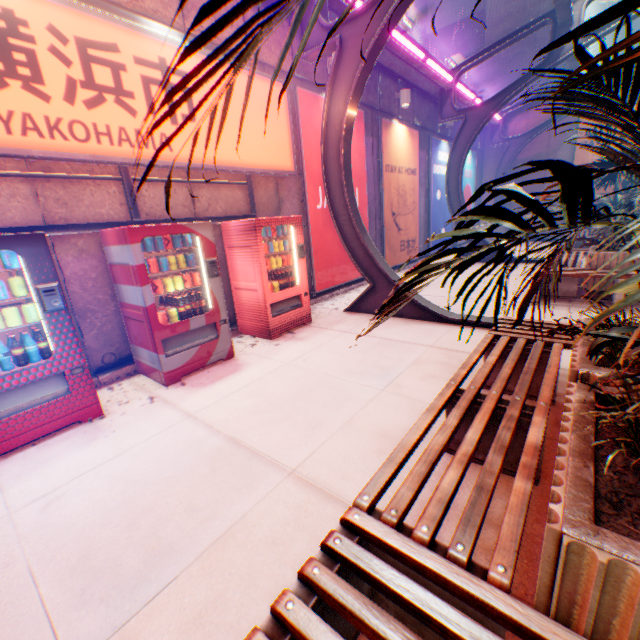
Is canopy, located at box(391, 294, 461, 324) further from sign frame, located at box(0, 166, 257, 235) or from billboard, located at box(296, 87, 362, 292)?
sign frame, located at box(0, 166, 257, 235)

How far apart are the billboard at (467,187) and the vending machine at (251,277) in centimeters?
1220cm

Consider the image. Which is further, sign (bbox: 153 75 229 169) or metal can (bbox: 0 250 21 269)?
sign (bbox: 153 75 229 169)

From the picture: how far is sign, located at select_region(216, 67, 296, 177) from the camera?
5.36m

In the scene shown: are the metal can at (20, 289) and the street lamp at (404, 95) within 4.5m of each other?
no

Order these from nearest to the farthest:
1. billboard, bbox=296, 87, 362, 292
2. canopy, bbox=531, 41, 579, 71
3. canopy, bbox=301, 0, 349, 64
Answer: canopy, bbox=301, 0, 349, 64, billboard, bbox=296, 87, 362, 292, canopy, bbox=531, 41, 579, 71

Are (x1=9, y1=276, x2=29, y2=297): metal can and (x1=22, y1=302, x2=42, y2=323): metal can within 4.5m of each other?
yes

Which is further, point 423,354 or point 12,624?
point 423,354
